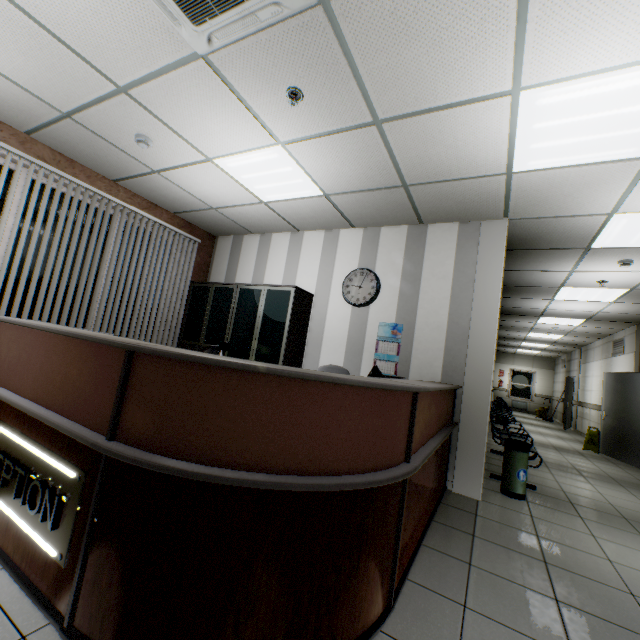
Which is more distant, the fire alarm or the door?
the door

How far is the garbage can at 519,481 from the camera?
3.8 meters

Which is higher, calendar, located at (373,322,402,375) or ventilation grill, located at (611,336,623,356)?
ventilation grill, located at (611,336,623,356)

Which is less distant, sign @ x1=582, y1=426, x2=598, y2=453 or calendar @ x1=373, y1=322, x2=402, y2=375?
calendar @ x1=373, y1=322, x2=402, y2=375

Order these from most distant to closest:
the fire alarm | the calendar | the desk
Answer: the calendar, the fire alarm, the desk

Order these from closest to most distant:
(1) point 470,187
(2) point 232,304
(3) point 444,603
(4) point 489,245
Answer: (3) point 444,603, (1) point 470,187, (4) point 489,245, (2) point 232,304

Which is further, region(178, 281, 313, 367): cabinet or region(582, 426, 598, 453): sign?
region(582, 426, 598, 453): sign

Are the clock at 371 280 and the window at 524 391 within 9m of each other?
no
